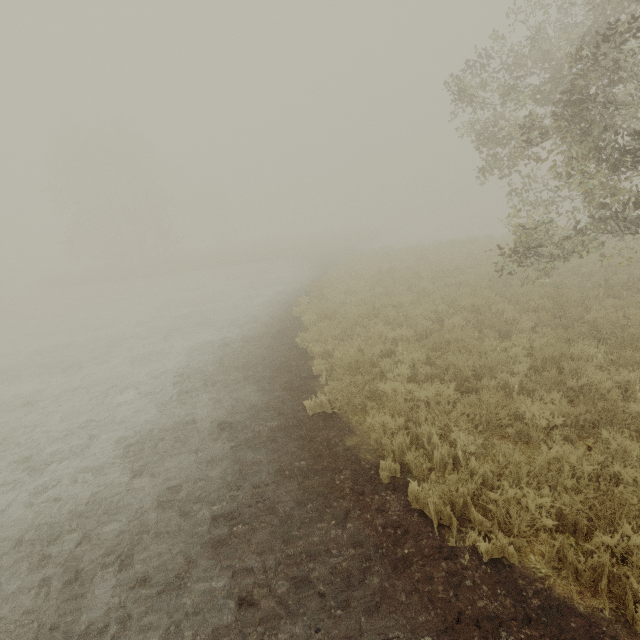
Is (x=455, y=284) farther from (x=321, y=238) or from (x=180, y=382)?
(x=321, y=238)

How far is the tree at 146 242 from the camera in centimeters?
3400cm

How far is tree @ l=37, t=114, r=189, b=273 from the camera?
34.00m
